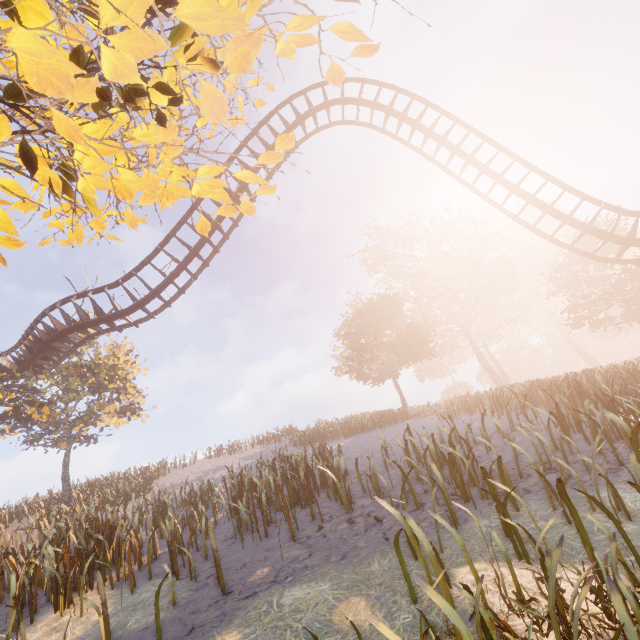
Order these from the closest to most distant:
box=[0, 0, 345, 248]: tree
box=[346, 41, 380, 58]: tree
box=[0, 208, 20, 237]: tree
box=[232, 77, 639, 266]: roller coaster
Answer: box=[0, 0, 345, 248]: tree → box=[346, 41, 380, 58]: tree → box=[0, 208, 20, 237]: tree → box=[232, 77, 639, 266]: roller coaster

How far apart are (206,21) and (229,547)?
8.6 meters

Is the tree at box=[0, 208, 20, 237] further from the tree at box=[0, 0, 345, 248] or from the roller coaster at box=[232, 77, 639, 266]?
the roller coaster at box=[232, 77, 639, 266]

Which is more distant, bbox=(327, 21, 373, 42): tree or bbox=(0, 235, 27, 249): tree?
bbox=(0, 235, 27, 249): tree

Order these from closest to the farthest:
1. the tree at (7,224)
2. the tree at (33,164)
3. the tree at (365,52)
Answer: the tree at (33,164) < the tree at (365,52) < the tree at (7,224)

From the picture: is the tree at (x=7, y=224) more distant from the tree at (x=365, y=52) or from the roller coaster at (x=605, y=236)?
the roller coaster at (x=605, y=236)

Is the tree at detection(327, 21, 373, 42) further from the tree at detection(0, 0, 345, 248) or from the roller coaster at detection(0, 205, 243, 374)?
the roller coaster at detection(0, 205, 243, 374)
